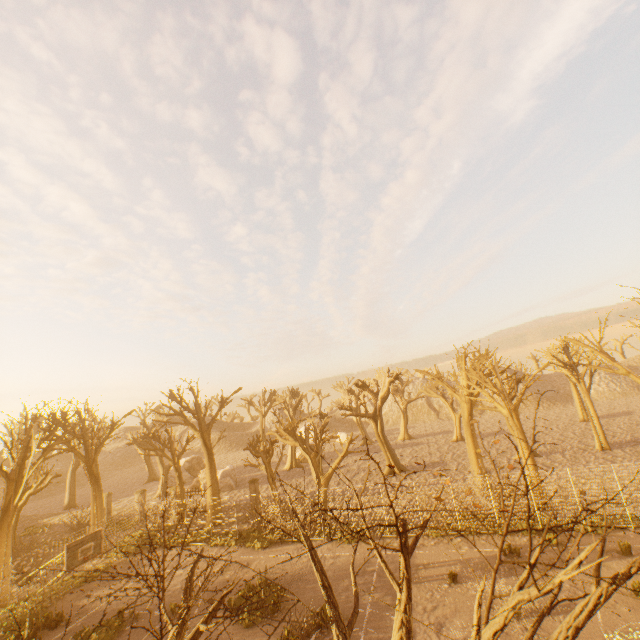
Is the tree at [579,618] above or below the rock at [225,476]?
above

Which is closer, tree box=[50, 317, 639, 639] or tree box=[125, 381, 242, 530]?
tree box=[50, 317, 639, 639]

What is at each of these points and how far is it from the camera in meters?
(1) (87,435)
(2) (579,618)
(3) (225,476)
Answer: (1) tree, 24.5 m
(2) tree, 3.1 m
(3) rock, 36.9 m

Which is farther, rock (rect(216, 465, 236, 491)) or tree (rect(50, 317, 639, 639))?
rock (rect(216, 465, 236, 491))

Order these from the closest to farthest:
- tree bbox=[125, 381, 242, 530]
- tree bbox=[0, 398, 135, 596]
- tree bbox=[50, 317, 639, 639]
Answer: tree bbox=[50, 317, 639, 639] → tree bbox=[0, 398, 135, 596] → tree bbox=[125, 381, 242, 530]

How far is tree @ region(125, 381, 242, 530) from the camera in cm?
2573

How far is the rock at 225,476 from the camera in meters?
35.7
